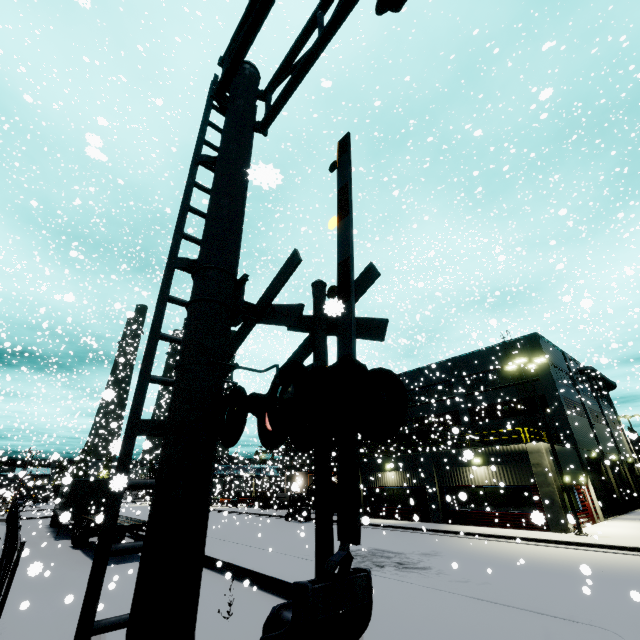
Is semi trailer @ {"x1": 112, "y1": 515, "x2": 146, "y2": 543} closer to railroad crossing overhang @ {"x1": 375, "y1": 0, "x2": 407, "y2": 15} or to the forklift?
the forklift

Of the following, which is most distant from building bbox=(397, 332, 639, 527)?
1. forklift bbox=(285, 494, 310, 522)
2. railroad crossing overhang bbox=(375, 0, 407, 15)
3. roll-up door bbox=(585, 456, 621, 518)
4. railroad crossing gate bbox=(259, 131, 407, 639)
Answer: railroad crossing overhang bbox=(375, 0, 407, 15)

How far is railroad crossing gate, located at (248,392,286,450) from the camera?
3.66m

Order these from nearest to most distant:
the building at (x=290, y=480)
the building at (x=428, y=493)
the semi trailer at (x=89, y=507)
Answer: the building at (x=290, y=480) < the semi trailer at (x=89, y=507) < the building at (x=428, y=493)

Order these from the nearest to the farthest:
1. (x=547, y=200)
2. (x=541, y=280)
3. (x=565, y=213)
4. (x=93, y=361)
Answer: (x=565, y=213) < (x=547, y=200) < (x=541, y=280) < (x=93, y=361)

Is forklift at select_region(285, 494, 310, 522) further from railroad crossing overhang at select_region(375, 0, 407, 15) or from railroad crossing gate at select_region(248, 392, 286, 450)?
railroad crossing overhang at select_region(375, 0, 407, 15)

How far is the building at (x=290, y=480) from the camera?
11.3m

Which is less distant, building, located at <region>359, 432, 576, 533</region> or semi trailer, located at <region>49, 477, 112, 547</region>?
semi trailer, located at <region>49, 477, 112, 547</region>
